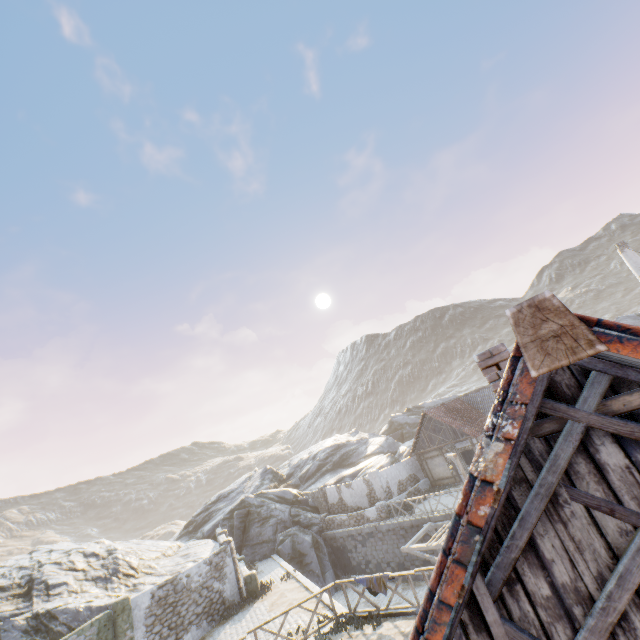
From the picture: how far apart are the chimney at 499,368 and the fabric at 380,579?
9.44m

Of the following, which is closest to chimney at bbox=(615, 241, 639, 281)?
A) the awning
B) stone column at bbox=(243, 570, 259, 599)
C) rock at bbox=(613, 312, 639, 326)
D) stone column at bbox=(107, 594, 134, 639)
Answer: rock at bbox=(613, 312, 639, 326)

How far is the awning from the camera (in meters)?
16.58

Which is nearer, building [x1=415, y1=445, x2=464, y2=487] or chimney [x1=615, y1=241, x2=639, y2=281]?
chimney [x1=615, y1=241, x2=639, y2=281]

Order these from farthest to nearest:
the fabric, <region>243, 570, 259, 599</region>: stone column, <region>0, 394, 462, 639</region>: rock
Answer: <region>243, 570, 259, 599</region>: stone column < <region>0, 394, 462, 639</region>: rock < the fabric

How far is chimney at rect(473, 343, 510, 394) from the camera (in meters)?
5.38

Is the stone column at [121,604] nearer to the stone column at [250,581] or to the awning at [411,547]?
the stone column at [250,581]

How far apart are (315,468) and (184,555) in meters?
16.7
